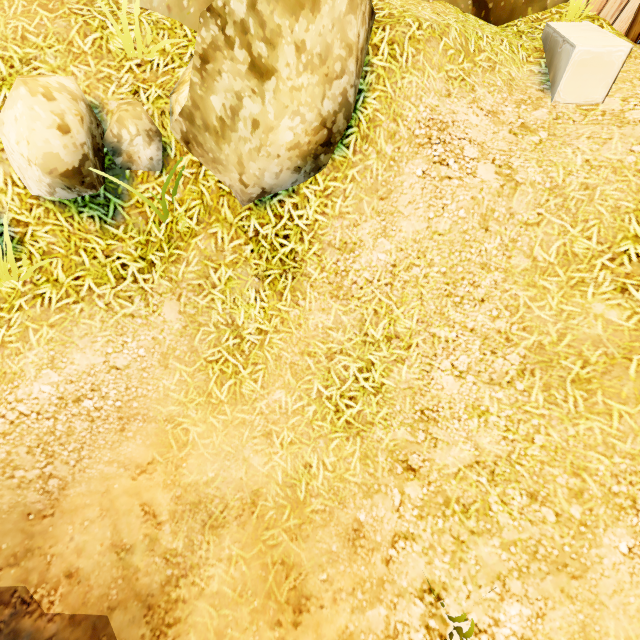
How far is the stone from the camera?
3.3 meters

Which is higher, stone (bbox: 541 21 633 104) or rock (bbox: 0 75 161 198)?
stone (bbox: 541 21 633 104)

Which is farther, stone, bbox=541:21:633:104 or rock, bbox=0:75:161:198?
stone, bbox=541:21:633:104

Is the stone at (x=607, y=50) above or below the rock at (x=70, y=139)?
above

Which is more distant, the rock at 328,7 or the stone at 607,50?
the stone at 607,50

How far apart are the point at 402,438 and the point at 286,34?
Result: 3.8m
